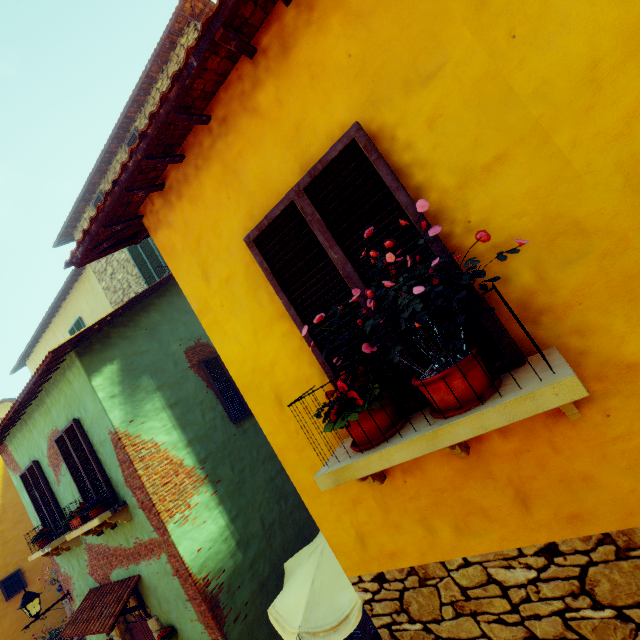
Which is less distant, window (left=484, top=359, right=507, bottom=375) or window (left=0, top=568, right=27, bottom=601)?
window (left=484, top=359, right=507, bottom=375)

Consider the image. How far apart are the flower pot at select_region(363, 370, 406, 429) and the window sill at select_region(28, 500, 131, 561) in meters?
5.6 m

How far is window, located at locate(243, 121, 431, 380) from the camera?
1.9 meters

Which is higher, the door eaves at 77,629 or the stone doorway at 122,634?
the door eaves at 77,629

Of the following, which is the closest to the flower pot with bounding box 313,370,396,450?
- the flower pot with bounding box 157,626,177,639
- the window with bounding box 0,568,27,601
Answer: the flower pot with bounding box 157,626,177,639

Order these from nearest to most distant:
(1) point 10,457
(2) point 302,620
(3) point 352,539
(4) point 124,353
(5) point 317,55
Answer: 1. (5) point 317,55
2. (3) point 352,539
3. (2) point 302,620
4. (4) point 124,353
5. (1) point 10,457

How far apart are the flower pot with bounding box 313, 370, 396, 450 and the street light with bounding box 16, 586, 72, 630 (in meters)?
9.82

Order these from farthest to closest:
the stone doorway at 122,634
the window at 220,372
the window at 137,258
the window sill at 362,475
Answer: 1. the window at 137,258
2. the window at 220,372
3. the stone doorway at 122,634
4. the window sill at 362,475
